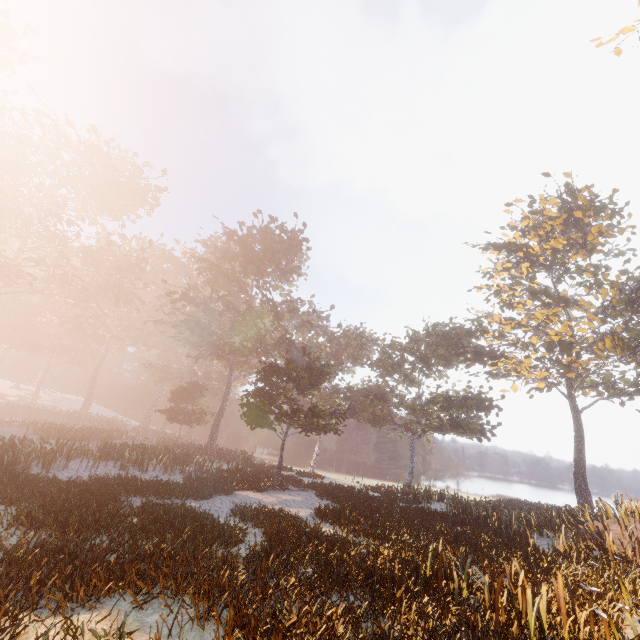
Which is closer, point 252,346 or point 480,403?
point 252,346
